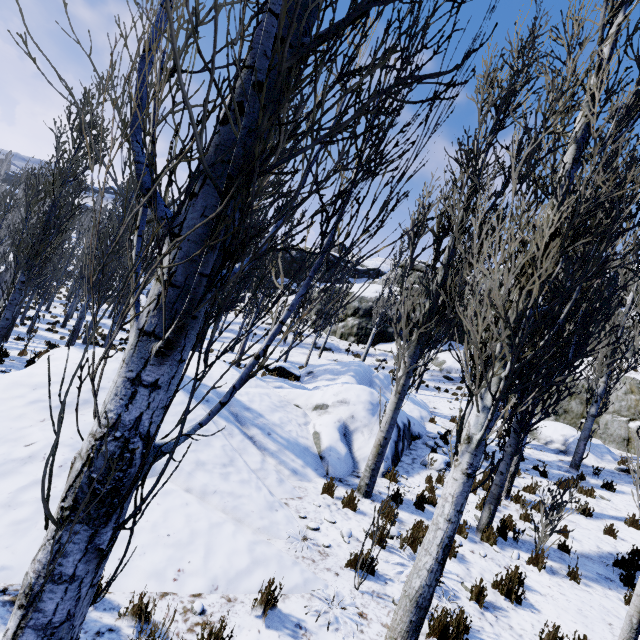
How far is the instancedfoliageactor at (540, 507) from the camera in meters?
6.4 m

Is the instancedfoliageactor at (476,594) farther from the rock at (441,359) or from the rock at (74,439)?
the rock at (441,359)

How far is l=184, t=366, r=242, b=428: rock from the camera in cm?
740

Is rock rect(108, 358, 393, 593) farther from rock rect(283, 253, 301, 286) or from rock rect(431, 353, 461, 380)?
rock rect(283, 253, 301, 286)

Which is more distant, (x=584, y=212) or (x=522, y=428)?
(x=522, y=428)

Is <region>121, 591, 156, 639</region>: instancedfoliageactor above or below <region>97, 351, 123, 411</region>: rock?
below

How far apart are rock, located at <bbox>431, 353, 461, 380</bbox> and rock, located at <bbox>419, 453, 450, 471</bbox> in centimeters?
1607cm

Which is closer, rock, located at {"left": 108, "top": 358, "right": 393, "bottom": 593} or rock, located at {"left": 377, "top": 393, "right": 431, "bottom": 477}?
rock, located at {"left": 108, "top": 358, "right": 393, "bottom": 593}
